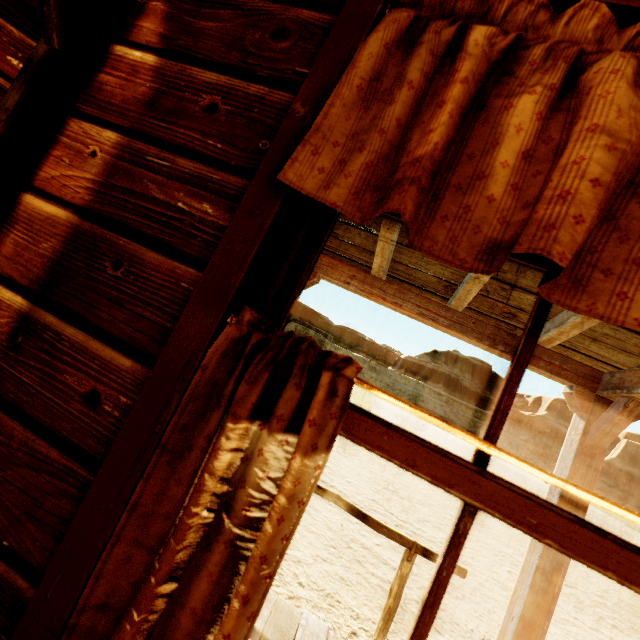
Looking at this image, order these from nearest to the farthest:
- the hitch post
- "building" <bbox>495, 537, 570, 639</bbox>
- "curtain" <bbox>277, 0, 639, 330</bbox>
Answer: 1. "curtain" <bbox>277, 0, 639, 330</bbox>
2. "building" <bbox>495, 537, 570, 639</bbox>
3. the hitch post

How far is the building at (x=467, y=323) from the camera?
2.33m

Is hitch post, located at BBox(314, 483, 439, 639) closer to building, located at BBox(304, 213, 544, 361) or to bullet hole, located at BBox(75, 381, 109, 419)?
building, located at BBox(304, 213, 544, 361)

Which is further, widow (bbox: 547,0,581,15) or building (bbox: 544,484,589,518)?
building (bbox: 544,484,589,518)

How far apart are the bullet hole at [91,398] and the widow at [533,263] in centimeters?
10cm

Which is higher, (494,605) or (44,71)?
(44,71)

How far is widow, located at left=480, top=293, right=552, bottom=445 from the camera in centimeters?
68cm

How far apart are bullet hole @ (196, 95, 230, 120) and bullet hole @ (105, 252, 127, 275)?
0.48m
